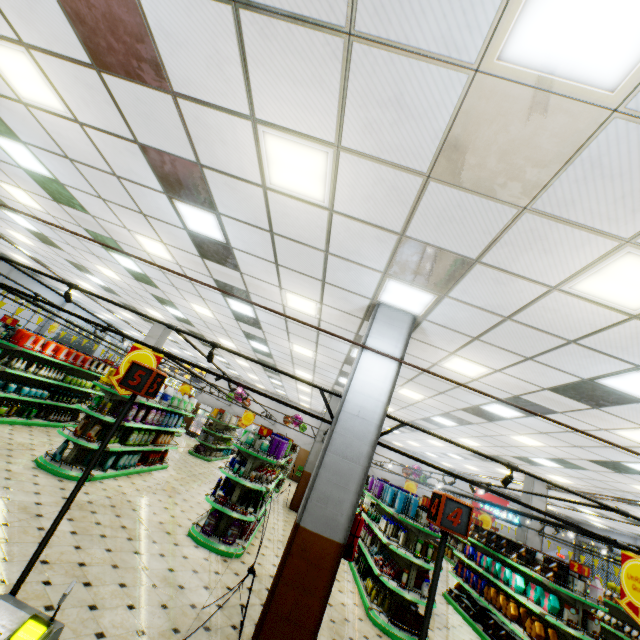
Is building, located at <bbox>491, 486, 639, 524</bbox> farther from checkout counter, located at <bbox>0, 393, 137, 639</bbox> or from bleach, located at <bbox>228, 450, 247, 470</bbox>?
bleach, located at <bbox>228, 450, 247, 470</bbox>

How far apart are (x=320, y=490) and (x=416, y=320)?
3.0m

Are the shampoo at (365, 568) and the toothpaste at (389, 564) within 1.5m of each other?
yes

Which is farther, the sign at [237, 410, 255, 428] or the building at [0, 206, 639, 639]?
the sign at [237, 410, 255, 428]

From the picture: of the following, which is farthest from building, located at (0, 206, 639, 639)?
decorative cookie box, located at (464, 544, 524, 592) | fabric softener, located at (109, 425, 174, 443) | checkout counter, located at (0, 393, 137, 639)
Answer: decorative cookie box, located at (464, 544, 524, 592)

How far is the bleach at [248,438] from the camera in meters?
7.3

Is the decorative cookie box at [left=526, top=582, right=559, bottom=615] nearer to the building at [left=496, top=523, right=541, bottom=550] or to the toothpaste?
the building at [left=496, top=523, right=541, bottom=550]

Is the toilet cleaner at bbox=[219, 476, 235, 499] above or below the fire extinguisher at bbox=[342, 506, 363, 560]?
below
